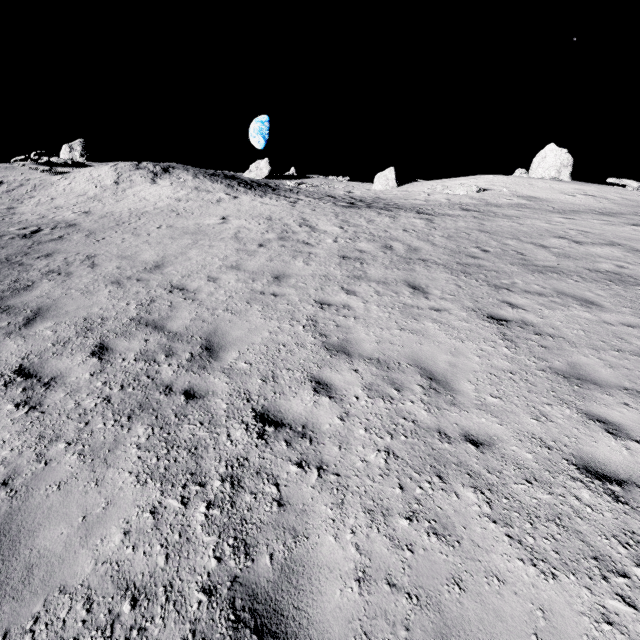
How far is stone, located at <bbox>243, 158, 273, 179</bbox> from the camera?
38.1 meters

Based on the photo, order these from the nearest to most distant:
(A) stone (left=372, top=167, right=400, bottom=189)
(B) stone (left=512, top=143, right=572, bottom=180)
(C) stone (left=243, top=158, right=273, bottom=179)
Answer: (B) stone (left=512, top=143, right=572, bottom=180)
(A) stone (left=372, top=167, right=400, bottom=189)
(C) stone (left=243, top=158, right=273, bottom=179)

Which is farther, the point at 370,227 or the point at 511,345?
the point at 370,227

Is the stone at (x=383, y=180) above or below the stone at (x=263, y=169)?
below

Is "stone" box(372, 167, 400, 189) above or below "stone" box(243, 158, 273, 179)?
below

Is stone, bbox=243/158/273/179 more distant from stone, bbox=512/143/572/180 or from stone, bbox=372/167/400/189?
stone, bbox=512/143/572/180

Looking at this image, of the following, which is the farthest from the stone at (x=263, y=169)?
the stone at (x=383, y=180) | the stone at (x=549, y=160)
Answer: the stone at (x=549, y=160)
